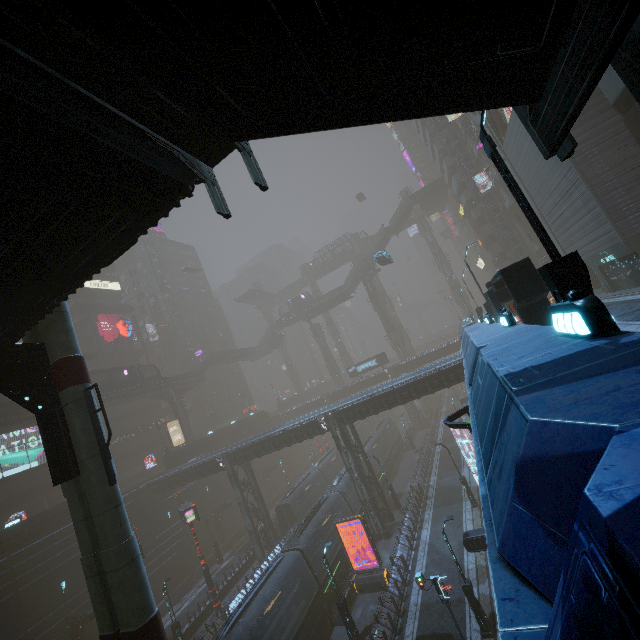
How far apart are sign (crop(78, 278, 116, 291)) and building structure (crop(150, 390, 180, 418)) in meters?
22.7

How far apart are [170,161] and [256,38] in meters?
4.0

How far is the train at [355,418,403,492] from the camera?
39.8m

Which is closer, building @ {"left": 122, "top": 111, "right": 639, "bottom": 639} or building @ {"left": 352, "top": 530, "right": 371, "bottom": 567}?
building @ {"left": 122, "top": 111, "right": 639, "bottom": 639}

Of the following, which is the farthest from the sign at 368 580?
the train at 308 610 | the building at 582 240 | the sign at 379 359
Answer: the sign at 379 359

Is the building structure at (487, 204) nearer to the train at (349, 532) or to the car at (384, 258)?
the car at (384, 258)

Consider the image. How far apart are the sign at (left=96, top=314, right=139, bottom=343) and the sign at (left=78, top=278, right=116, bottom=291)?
5.6 meters

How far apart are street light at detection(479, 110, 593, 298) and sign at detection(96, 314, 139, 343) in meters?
59.8
